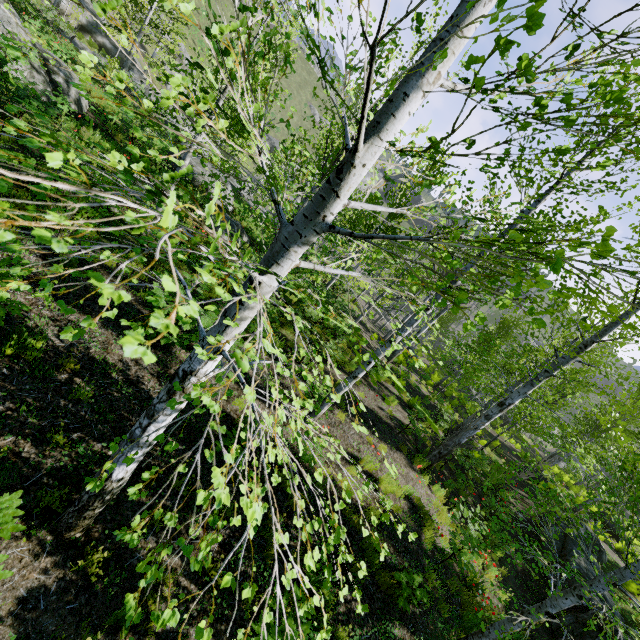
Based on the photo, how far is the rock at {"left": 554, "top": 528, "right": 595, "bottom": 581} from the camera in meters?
11.0 m

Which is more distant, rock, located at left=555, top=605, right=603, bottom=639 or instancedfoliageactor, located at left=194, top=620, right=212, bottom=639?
rock, located at left=555, top=605, right=603, bottom=639

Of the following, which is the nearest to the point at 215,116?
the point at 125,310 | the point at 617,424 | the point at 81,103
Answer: the point at 81,103

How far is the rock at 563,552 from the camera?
11.0 meters

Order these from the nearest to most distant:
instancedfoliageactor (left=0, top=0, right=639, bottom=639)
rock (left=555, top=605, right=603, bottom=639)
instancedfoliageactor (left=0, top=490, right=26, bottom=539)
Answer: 1. instancedfoliageactor (left=0, top=0, right=639, bottom=639)
2. instancedfoliageactor (left=0, top=490, right=26, bottom=539)
3. rock (left=555, top=605, right=603, bottom=639)

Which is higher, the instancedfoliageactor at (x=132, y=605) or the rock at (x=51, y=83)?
the instancedfoliageactor at (x=132, y=605)

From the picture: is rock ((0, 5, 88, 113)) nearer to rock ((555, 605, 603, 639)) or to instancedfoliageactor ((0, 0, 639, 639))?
instancedfoliageactor ((0, 0, 639, 639))
